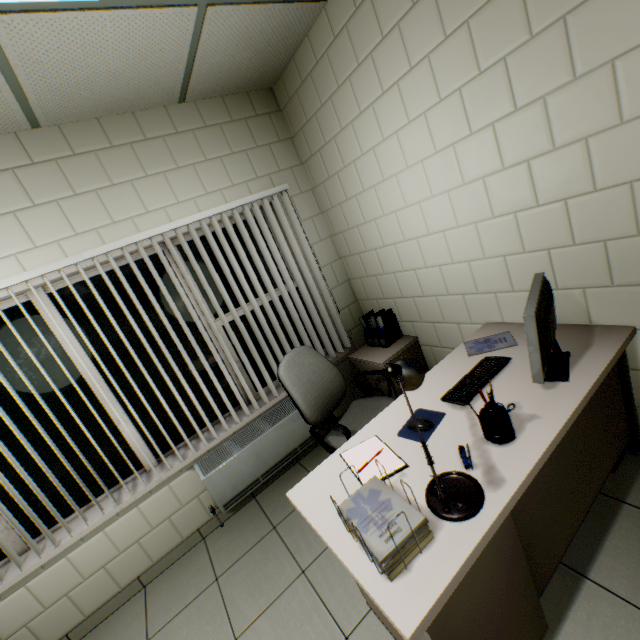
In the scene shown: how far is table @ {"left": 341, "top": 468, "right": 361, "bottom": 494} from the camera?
1.4 meters

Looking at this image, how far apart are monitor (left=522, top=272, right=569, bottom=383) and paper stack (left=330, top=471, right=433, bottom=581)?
0.85m

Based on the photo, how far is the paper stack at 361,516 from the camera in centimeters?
101cm

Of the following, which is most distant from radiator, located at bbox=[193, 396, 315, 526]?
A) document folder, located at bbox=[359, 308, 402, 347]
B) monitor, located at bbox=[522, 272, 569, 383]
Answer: monitor, located at bbox=[522, 272, 569, 383]

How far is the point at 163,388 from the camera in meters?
2.7 m

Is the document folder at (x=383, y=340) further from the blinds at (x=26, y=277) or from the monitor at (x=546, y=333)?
the monitor at (x=546, y=333)

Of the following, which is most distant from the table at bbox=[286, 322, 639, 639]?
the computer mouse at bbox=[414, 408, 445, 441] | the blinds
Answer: the blinds

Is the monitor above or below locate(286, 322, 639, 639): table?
above
